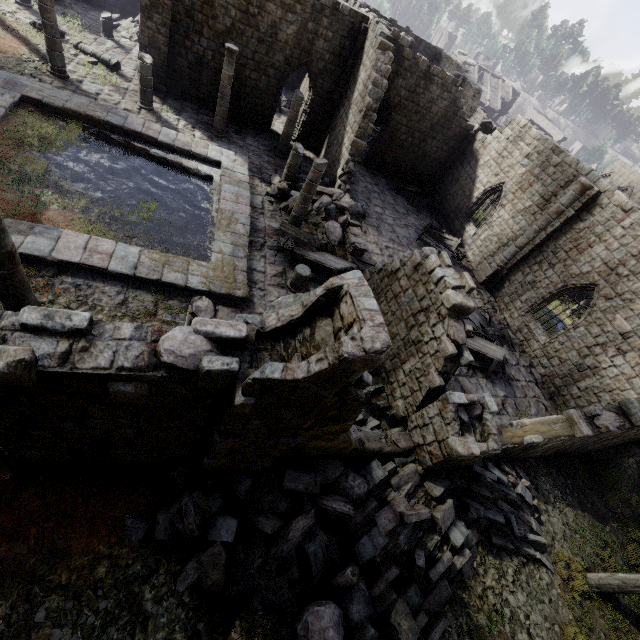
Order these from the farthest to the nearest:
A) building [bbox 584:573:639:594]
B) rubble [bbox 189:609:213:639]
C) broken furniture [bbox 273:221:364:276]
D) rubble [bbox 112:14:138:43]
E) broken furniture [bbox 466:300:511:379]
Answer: rubble [bbox 112:14:138:43] < broken furniture [bbox 466:300:511:379] < broken furniture [bbox 273:221:364:276] < building [bbox 584:573:639:594] < rubble [bbox 189:609:213:639]

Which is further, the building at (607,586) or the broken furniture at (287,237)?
the broken furniture at (287,237)

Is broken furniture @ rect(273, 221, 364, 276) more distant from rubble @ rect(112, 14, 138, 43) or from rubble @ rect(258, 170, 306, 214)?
rubble @ rect(112, 14, 138, 43)

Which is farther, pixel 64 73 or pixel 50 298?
pixel 64 73

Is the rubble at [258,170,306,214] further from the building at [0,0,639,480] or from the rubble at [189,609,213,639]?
the rubble at [189,609,213,639]

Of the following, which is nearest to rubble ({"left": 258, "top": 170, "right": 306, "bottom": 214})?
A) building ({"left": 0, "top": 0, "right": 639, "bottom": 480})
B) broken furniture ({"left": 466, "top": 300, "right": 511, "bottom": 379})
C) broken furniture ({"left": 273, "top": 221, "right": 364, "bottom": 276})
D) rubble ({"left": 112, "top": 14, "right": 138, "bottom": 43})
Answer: building ({"left": 0, "top": 0, "right": 639, "bottom": 480})

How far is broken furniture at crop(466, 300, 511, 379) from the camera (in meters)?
13.34

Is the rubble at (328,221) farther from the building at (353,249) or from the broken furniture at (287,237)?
the broken furniture at (287,237)
